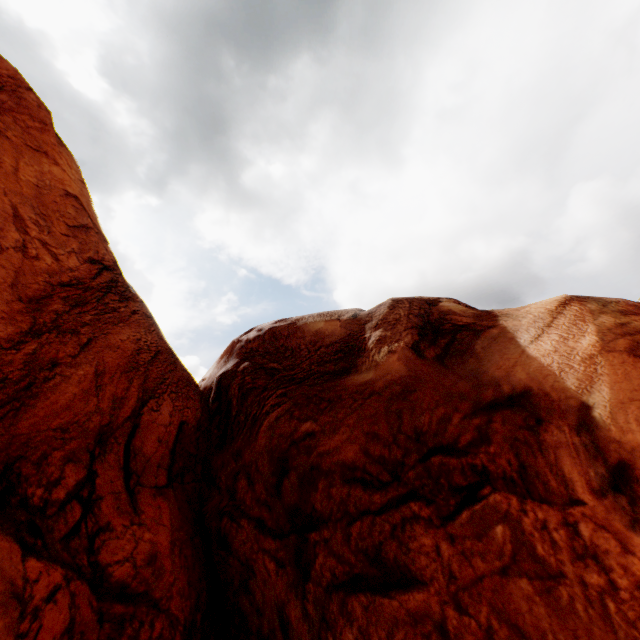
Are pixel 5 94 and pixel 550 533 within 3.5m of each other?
no
